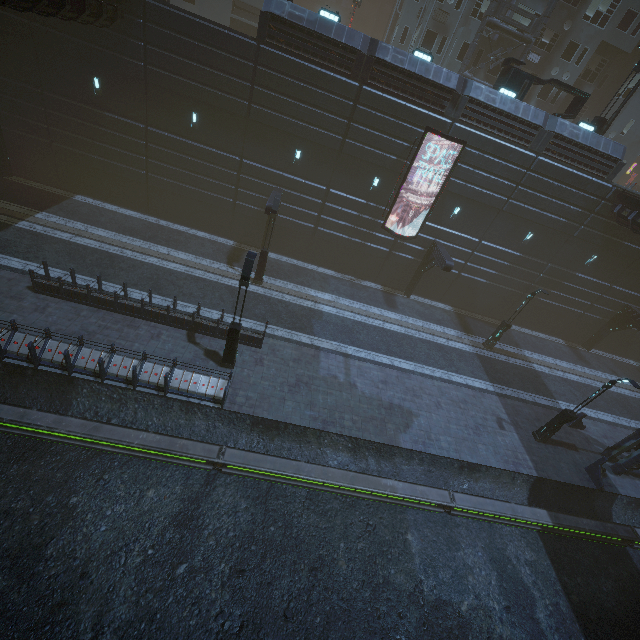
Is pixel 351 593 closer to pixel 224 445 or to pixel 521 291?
pixel 224 445

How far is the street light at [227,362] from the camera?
12.28m

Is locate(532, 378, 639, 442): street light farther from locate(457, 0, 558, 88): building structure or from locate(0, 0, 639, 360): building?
locate(457, 0, 558, 88): building structure

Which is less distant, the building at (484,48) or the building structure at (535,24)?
the building structure at (535,24)

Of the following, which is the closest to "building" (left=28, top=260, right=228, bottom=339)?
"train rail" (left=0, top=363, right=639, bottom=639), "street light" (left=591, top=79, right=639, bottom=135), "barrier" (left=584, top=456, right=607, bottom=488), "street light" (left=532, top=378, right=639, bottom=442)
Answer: "train rail" (left=0, top=363, right=639, bottom=639)

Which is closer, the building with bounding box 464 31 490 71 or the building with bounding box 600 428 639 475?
the building with bounding box 600 428 639 475

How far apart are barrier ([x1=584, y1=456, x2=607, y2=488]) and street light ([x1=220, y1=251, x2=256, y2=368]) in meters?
19.3 m

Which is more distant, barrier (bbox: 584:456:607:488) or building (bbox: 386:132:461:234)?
building (bbox: 386:132:461:234)
